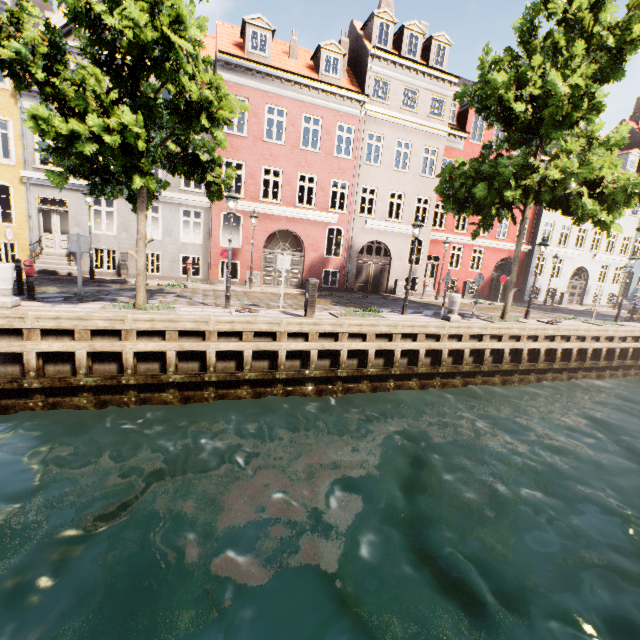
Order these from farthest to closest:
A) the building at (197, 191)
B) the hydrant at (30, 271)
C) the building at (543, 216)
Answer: the building at (543, 216) → the building at (197, 191) → the hydrant at (30, 271)

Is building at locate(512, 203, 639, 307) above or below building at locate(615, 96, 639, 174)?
below

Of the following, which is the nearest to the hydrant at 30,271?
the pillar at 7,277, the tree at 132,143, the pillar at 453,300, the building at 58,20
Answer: the pillar at 7,277

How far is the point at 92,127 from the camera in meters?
6.6

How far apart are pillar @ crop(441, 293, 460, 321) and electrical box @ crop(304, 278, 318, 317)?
5.7 meters

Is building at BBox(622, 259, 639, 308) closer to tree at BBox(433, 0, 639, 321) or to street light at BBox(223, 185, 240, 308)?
tree at BBox(433, 0, 639, 321)

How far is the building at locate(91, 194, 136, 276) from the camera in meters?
15.7

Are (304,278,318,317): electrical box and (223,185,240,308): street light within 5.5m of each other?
yes
